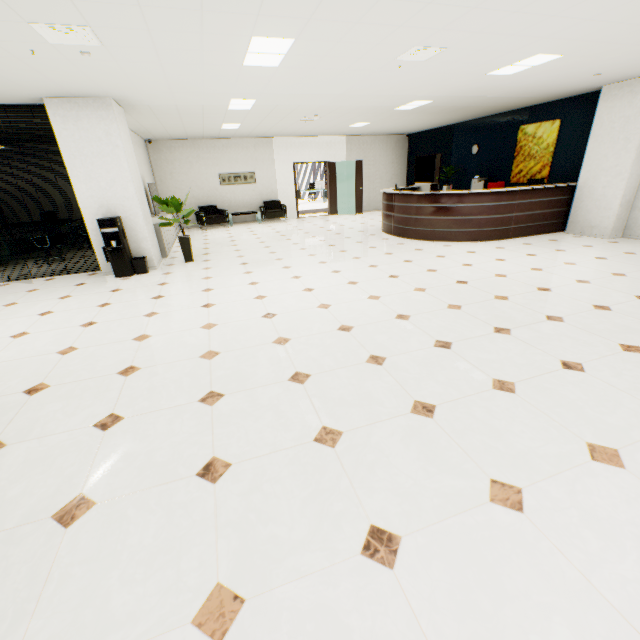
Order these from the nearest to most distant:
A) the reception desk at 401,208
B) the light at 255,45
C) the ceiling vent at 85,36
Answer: the ceiling vent at 85,36
the light at 255,45
the reception desk at 401,208

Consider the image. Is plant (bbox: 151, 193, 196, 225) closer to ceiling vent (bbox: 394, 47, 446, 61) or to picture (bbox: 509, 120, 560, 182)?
ceiling vent (bbox: 394, 47, 446, 61)

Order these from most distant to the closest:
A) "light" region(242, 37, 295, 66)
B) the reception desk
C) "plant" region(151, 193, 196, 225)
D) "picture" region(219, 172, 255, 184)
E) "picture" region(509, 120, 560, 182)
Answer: "picture" region(219, 172, 255, 184) < "picture" region(509, 120, 560, 182) < the reception desk < "plant" region(151, 193, 196, 225) < "light" region(242, 37, 295, 66)

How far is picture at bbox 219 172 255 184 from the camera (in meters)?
12.12

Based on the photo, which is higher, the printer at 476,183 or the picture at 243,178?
the picture at 243,178

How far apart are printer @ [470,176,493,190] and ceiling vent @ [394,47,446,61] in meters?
6.5

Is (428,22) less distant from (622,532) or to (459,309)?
(459,309)

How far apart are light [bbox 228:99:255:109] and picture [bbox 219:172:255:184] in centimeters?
557cm
